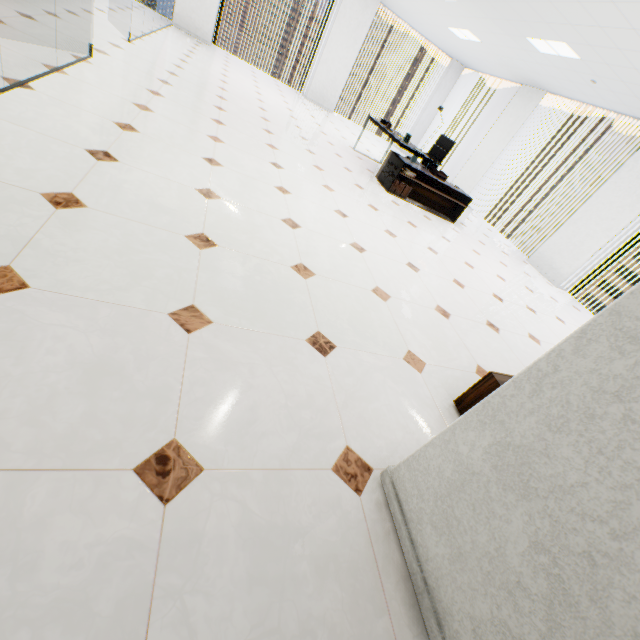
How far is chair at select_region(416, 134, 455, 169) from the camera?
6.9 meters

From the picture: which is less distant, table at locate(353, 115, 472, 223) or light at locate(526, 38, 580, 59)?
light at locate(526, 38, 580, 59)

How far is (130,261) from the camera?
1.71m

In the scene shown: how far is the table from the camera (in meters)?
5.82

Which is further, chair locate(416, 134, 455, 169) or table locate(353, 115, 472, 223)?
chair locate(416, 134, 455, 169)

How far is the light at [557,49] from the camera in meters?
5.1 m

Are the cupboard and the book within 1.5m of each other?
no

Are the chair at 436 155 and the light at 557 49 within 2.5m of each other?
yes
